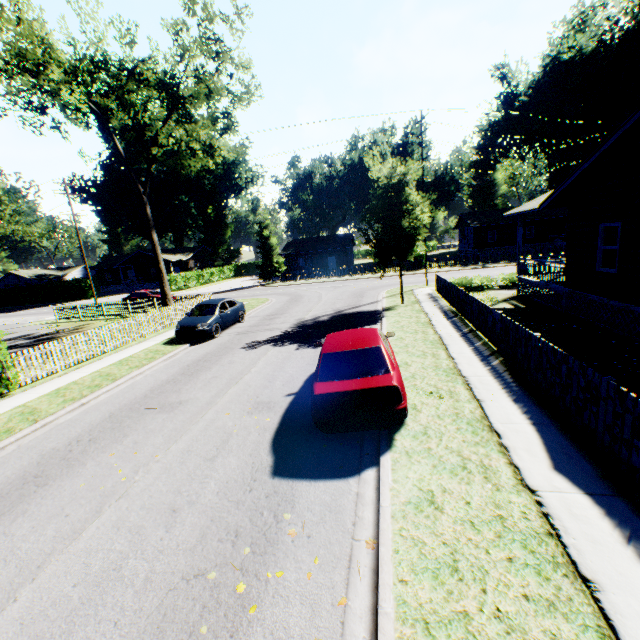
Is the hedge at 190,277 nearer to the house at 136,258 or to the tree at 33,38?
the house at 136,258

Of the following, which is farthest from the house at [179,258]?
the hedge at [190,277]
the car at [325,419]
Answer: the car at [325,419]

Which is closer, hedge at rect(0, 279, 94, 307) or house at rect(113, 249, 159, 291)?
hedge at rect(0, 279, 94, 307)

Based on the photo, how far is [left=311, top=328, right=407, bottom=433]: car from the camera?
5.9 meters

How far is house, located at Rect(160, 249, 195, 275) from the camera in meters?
53.9 m

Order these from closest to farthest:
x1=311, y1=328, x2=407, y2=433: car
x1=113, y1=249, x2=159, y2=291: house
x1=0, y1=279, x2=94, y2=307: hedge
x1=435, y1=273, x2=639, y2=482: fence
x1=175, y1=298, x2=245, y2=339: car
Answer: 1. x1=435, y1=273, x2=639, y2=482: fence
2. x1=311, y1=328, x2=407, y2=433: car
3. x1=175, y1=298, x2=245, y2=339: car
4. x1=0, y1=279, x2=94, y2=307: hedge
5. x1=113, y1=249, x2=159, y2=291: house

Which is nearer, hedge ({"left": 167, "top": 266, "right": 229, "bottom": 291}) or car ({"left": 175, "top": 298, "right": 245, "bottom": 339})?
car ({"left": 175, "top": 298, "right": 245, "bottom": 339})

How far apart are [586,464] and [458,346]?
5.9m
